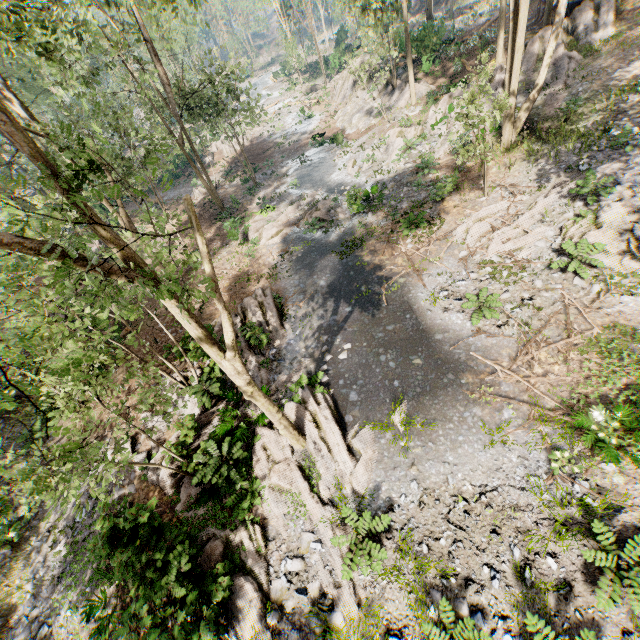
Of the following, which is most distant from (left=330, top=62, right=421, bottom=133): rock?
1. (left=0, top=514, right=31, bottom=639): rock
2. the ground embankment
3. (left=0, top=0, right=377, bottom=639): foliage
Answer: (left=0, top=514, right=31, bottom=639): rock

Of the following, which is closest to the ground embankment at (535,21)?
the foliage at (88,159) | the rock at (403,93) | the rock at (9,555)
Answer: the foliage at (88,159)

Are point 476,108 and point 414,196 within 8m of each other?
yes

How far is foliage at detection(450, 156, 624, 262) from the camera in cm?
1316

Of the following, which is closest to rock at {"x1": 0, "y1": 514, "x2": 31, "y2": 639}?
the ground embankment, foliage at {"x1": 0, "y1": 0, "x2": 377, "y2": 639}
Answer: foliage at {"x1": 0, "y1": 0, "x2": 377, "y2": 639}

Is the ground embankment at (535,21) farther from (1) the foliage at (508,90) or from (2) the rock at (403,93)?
(2) the rock at (403,93)
